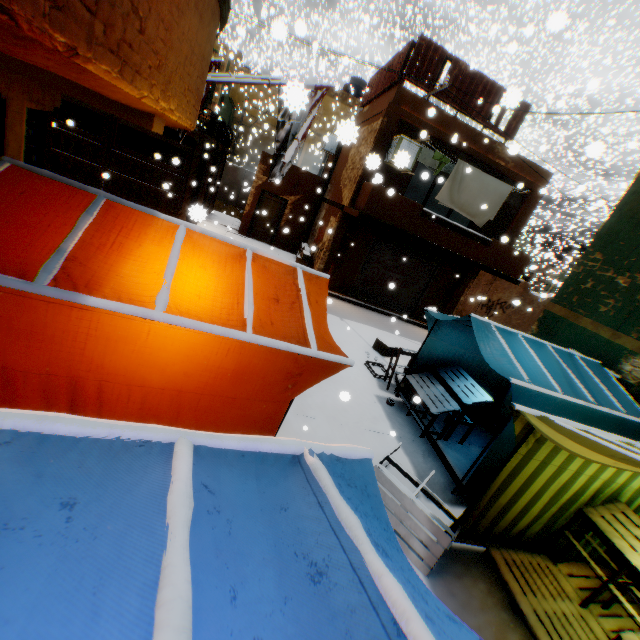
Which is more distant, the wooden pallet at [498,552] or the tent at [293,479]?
the wooden pallet at [498,552]

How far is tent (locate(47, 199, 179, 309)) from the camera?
2.2m

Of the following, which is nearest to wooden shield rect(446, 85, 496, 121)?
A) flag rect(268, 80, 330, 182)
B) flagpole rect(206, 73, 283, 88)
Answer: flag rect(268, 80, 330, 182)

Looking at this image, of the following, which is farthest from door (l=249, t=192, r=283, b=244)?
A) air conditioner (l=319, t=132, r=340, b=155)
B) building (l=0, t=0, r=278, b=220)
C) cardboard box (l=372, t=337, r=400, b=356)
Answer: cardboard box (l=372, t=337, r=400, b=356)

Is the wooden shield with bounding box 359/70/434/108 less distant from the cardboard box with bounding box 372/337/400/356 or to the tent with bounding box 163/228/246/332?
the tent with bounding box 163/228/246/332

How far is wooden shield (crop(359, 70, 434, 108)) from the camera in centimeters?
1019cm

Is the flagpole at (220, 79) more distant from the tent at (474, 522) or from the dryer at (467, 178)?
the tent at (474, 522)

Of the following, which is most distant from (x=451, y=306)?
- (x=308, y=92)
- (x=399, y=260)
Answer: (x=308, y=92)
